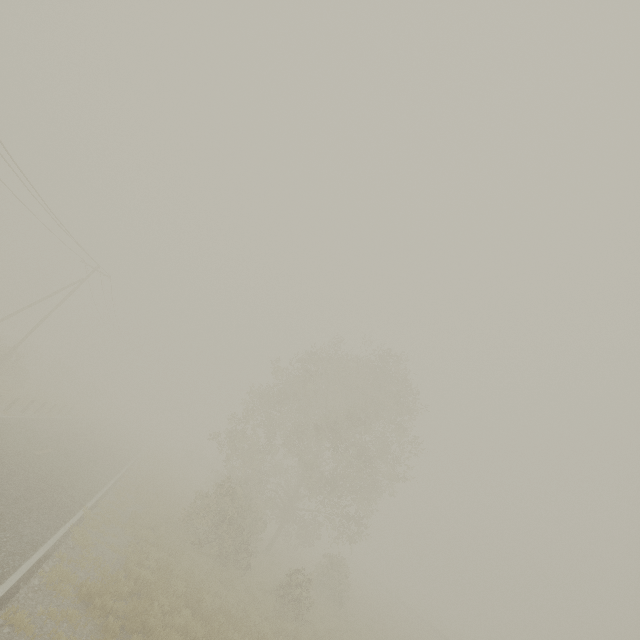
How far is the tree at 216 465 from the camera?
18.36m

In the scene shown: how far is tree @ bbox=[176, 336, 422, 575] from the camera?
18.4 meters

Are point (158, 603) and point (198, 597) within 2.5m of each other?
yes
